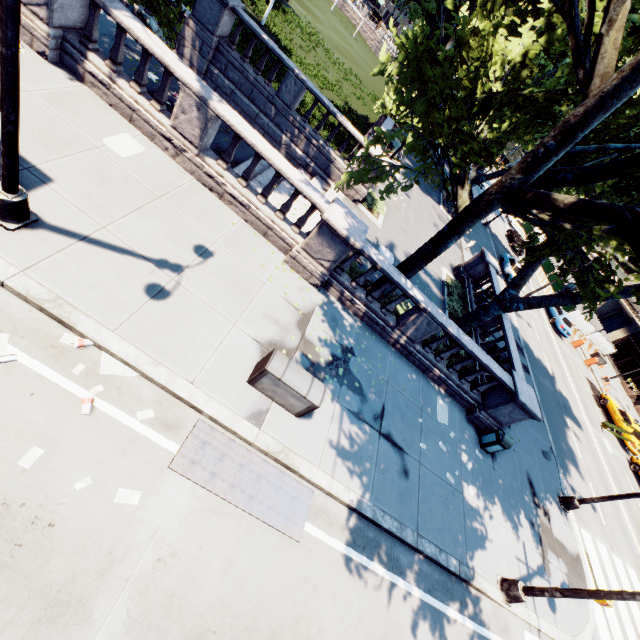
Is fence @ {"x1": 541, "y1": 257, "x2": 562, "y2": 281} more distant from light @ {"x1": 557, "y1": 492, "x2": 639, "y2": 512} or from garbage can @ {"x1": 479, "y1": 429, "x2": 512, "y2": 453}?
garbage can @ {"x1": 479, "y1": 429, "x2": 512, "y2": 453}

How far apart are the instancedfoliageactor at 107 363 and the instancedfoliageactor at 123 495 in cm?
191

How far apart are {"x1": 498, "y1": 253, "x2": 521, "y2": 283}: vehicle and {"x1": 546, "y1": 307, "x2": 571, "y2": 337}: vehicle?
6.2 meters

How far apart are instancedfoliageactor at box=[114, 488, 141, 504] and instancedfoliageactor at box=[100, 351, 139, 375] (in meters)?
1.91

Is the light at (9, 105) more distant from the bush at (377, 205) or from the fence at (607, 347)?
the fence at (607, 347)

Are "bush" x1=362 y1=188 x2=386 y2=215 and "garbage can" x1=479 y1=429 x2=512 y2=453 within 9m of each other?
no

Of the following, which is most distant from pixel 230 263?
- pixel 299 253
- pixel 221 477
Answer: pixel 221 477

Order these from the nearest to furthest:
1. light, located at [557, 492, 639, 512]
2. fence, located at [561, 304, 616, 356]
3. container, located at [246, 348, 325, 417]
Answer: container, located at [246, 348, 325, 417]
light, located at [557, 492, 639, 512]
fence, located at [561, 304, 616, 356]
